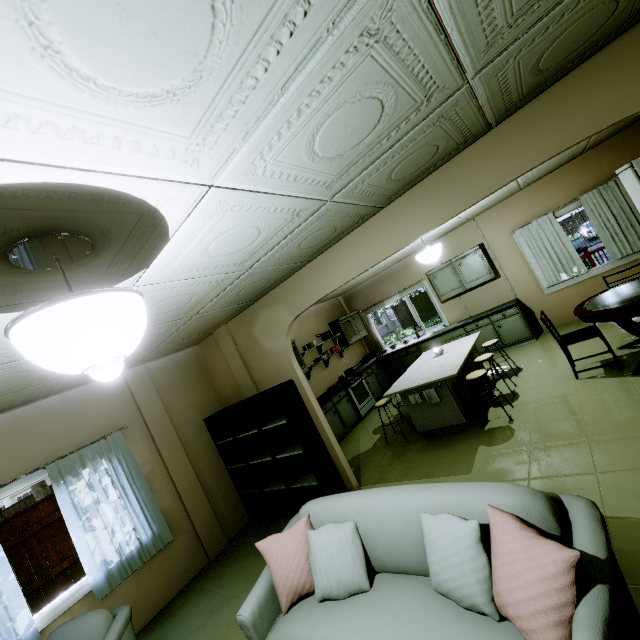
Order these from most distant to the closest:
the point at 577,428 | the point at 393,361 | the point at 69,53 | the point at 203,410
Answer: the point at 393,361 → the point at 203,410 → the point at 577,428 → the point at 69,53

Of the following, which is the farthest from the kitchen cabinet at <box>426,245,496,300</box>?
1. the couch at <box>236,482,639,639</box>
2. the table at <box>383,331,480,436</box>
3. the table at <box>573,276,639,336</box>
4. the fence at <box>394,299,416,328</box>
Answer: the fence at <box>394,299,416,328</box>

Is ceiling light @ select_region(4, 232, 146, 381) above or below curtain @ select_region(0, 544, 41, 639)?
above

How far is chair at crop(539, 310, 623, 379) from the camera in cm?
390

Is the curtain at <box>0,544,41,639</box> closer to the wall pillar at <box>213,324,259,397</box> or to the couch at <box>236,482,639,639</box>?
the wall pillar at <box>213,324,259,397</box>

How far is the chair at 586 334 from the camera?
3.9 meters

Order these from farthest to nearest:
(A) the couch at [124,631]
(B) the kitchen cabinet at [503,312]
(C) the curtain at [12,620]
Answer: (B) the kitchen cabinet at [503,312] → (C) the curtain at [12,620] → (A) the couch at [124,631]

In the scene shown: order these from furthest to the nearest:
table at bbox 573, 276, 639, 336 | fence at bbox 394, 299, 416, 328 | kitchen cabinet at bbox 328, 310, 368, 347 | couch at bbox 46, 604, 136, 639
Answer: fence at bbox 394, 299, 416, 328
kitchen cabinet at bbox 328, 310, 368, 347
table at bbox 573, 276, 639, 336
couch at bbox 46, 604, 136, 639
